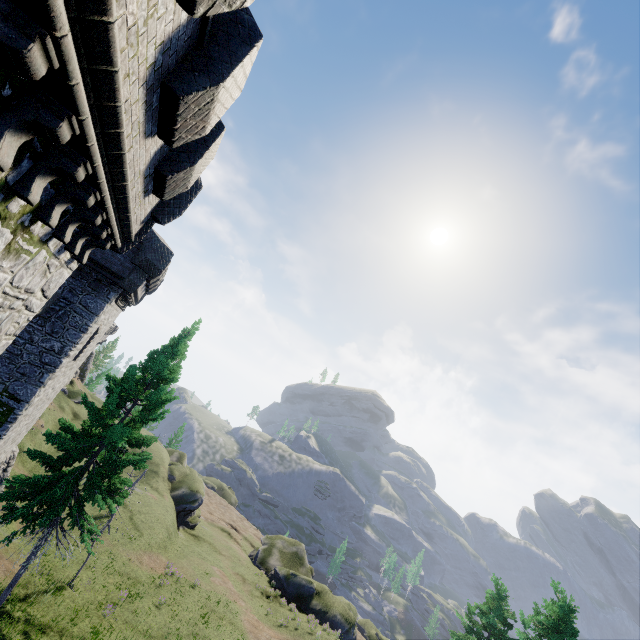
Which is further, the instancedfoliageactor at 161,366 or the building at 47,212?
the instancedfoliageactor at 161,366

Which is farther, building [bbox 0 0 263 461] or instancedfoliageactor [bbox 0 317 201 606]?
instancedfoliageactor [bbox 0 317 201 606]

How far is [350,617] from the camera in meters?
33.2
